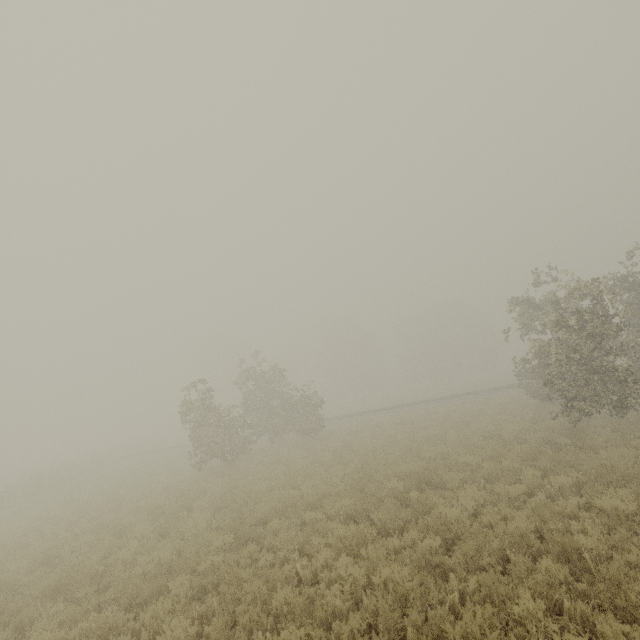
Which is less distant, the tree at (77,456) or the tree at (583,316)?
the tree at (583,316)

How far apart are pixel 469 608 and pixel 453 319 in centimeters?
5916cm

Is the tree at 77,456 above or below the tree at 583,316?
below

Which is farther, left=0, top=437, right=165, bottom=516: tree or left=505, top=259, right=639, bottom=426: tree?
left=0, top=437, right=165, bottom=516: tree

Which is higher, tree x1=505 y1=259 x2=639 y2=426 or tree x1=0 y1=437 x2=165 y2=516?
tree x1=505 y1=259 x2=639 y2=426
